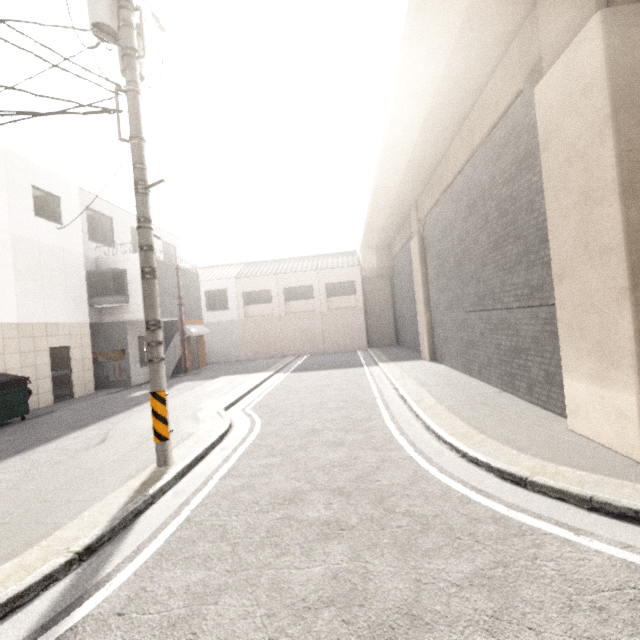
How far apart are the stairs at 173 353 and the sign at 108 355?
1.4m

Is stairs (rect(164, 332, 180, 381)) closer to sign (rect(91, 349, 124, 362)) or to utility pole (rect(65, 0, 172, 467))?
sign (rect(91, 349, 124, 362))

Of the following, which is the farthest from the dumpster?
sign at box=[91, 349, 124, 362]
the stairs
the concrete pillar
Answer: the concrete pillar

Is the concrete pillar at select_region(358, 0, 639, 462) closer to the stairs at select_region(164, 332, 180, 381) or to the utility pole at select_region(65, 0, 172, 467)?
the utility pole at select_region(65, 0, 172, 467)

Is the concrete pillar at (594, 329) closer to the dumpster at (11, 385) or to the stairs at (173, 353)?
the stairs at (173, 353)

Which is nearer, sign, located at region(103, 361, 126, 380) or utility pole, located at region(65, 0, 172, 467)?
utility pole, located at region(65, 0, 172, 467)

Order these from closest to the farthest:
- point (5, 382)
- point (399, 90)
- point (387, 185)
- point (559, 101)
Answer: point (559, 101), point (399, 90), point (5, 382), point (387, 185)

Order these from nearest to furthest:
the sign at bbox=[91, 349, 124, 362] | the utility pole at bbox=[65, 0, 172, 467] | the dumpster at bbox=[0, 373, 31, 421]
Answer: the utility pole at bbox=[65, 0, 172, 467] → the dumpster at bbox=[0, 373, 31, 421] → the sign at bbox=[91, 349, 124, 362]
